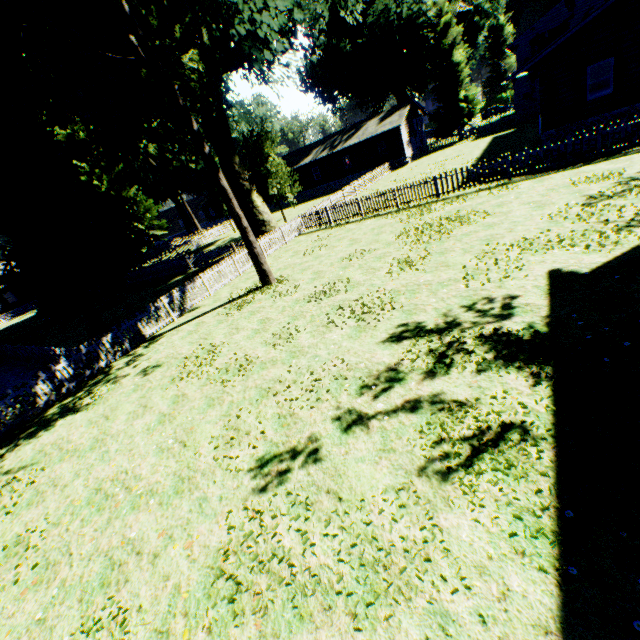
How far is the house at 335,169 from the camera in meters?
38.2 m

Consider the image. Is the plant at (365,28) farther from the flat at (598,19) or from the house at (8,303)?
the flat at (598,19)

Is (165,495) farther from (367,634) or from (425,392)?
(425,392)

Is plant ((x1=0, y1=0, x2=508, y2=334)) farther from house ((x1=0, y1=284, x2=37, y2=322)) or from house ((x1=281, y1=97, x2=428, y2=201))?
house ((x1=0, y1=284, x2=37, y2=322))

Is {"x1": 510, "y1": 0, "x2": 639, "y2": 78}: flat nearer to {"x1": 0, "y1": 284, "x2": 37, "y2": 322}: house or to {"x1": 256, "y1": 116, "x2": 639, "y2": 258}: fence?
{"x1": 256, "y1": 116, "x2": 639, "y2": 258}: fence

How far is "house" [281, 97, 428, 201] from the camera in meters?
38.2

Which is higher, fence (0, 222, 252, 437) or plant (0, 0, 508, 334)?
plant (0, 0, 508, 334)

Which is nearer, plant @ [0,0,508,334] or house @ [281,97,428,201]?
plant @ [0,0,508,334]
